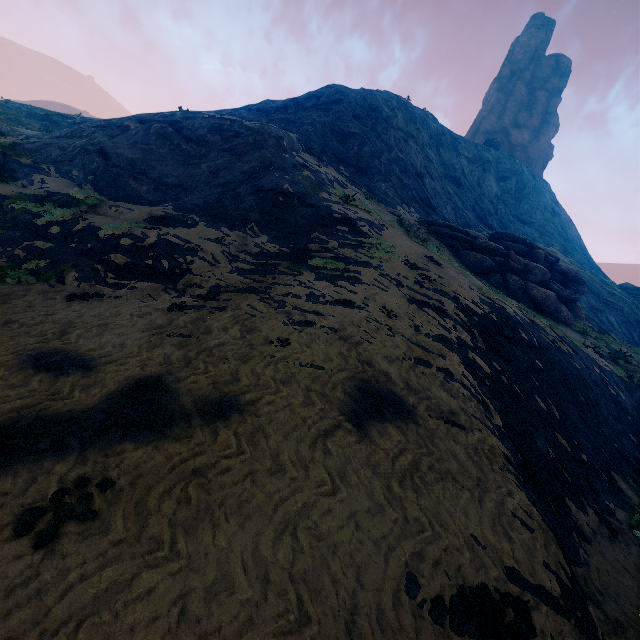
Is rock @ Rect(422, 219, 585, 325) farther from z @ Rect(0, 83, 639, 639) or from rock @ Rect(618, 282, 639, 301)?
rock @ Rect(618, 282, 639, 301)

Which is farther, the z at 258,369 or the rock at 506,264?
the rock at 506,264

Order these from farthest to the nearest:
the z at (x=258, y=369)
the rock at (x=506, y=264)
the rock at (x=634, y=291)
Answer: the rock at (x=634, y=291), the rock at (x=506, y=264), the z at (x=258, y=369)

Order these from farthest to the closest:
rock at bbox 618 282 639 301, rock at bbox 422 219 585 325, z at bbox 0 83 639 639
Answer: rock at bbox 618 282 639 301 → rock at bbox 422 219 585 325 → z at bbox 0 83 639 639

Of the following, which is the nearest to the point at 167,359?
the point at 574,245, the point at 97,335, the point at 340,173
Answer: the point at 97,335

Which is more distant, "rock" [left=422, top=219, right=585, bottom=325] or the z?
"rock" [left=422, top=219, right=585, bottom=325]

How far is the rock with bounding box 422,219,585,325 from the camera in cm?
2031
